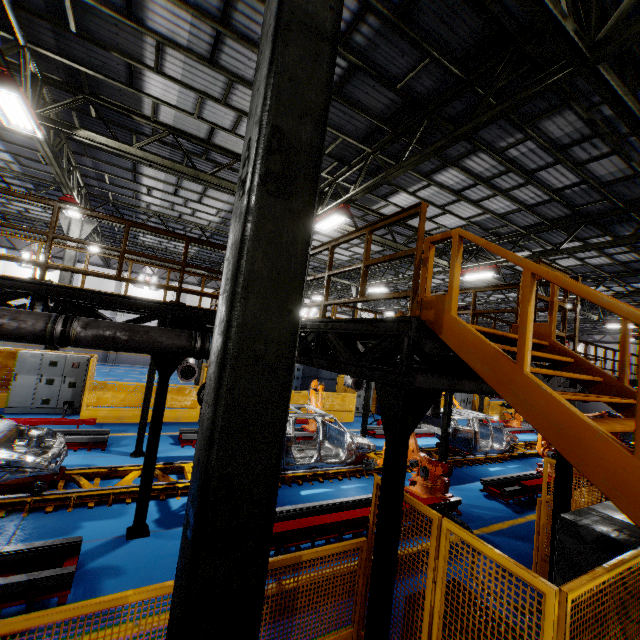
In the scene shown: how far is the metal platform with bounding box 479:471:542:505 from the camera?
9.23m

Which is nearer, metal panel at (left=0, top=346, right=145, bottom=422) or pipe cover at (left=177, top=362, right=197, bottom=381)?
pipe cover at (left=177, top=362, right=197, bottom=381)

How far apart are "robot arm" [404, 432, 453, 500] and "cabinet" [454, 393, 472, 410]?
15.7m

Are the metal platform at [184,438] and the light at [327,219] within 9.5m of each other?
yes

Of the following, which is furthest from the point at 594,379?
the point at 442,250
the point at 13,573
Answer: the point at 442,250

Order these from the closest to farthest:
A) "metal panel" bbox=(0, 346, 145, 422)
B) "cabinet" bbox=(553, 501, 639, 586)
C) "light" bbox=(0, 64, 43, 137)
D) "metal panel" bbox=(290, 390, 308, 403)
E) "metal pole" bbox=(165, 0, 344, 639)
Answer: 1. "metal pole" bbox=(165, 0, 344, 639)
2. "cabinet" bbox=(553, 501, 639, 586)
3. "light" bbox=(0, 64, 43, 137)
4. "metal panel" bbox=(0, 346, 145, 422)
5. "metal panel" bbox=(290, 390, 308, 403)

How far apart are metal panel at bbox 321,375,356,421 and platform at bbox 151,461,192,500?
4.56m

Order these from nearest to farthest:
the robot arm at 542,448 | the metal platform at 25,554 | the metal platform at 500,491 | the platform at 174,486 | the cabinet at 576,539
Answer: the cabinet at 576,539
the metal platform at 25,554
the platform at 174,486
the metal platform at 500,491
the robot arm at 542,448
